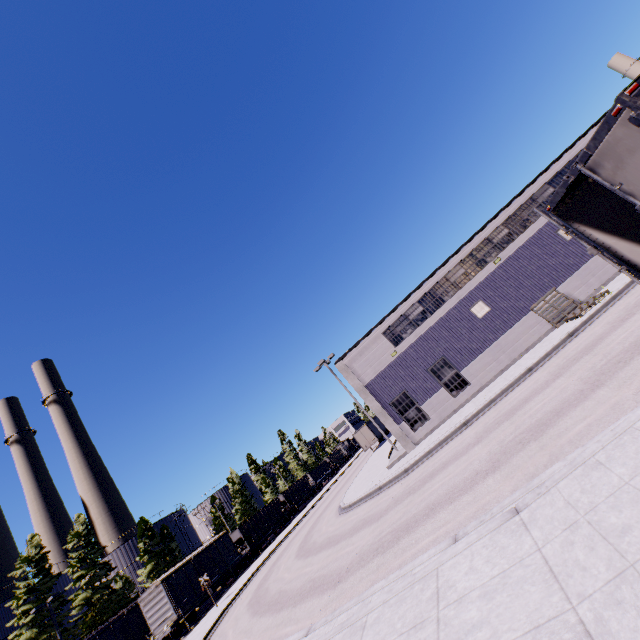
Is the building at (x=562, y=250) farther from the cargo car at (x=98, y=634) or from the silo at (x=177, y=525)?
the silo at (x=177, y=525)

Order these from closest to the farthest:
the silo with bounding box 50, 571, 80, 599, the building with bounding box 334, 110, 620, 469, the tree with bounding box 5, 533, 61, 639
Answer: the building with bounding box 334, 110, 620, 469, the tree with bounding box 5, 533, 61, 639, the silo with bounding box 50, 571, 80, 599

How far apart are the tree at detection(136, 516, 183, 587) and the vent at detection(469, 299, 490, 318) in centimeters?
5180cm

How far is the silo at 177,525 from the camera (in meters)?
51.91

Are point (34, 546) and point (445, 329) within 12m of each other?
no

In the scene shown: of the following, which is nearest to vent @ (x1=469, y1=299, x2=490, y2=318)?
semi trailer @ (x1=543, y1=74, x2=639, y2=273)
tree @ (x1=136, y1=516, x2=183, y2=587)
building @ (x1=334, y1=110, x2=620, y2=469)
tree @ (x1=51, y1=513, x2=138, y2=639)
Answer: building @ (x1=334, y1=110, x2=620, y2=469)

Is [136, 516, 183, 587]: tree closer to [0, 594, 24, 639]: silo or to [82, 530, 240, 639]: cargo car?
[0, 594, 24, 639]: silo

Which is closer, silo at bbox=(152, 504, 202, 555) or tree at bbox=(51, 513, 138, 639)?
tree at bbox=(51, 513, 138, 639)
